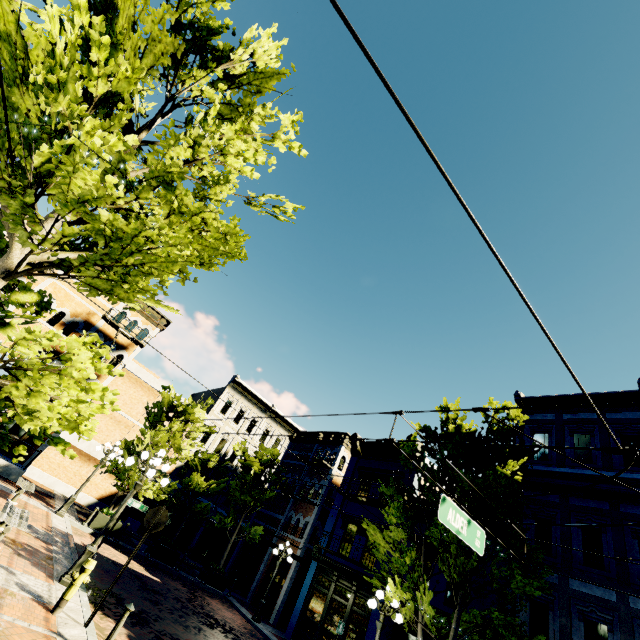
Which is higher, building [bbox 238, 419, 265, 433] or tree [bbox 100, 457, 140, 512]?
building [bbox 238, 419, 265, 433]

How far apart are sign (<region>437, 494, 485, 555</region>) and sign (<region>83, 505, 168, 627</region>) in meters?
6.6 m

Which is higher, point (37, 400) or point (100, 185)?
point (100, 185)

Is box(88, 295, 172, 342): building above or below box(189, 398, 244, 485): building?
above

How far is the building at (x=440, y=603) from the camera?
13.1m

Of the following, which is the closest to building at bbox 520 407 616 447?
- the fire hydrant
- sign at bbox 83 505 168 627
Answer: sign at bbox 83 505 168 627

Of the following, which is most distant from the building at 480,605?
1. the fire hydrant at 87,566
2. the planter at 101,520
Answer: the fire hydrant at 87,566

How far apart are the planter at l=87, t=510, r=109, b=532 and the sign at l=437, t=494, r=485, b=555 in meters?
17.6
